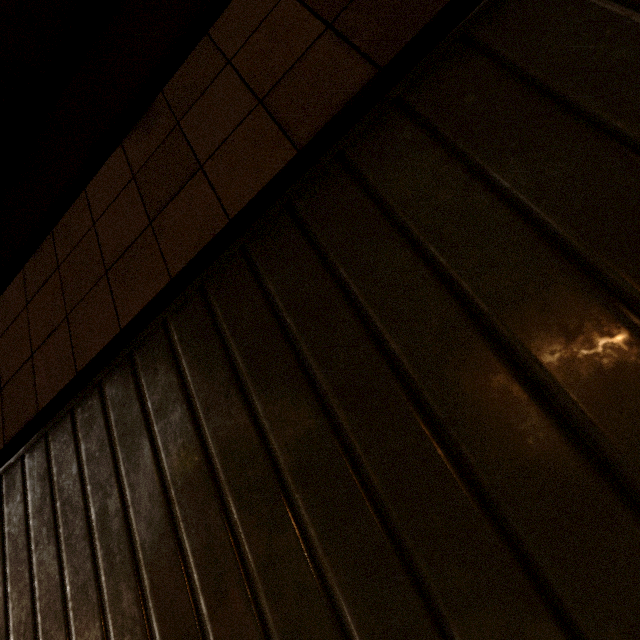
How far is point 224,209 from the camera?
1.46m
